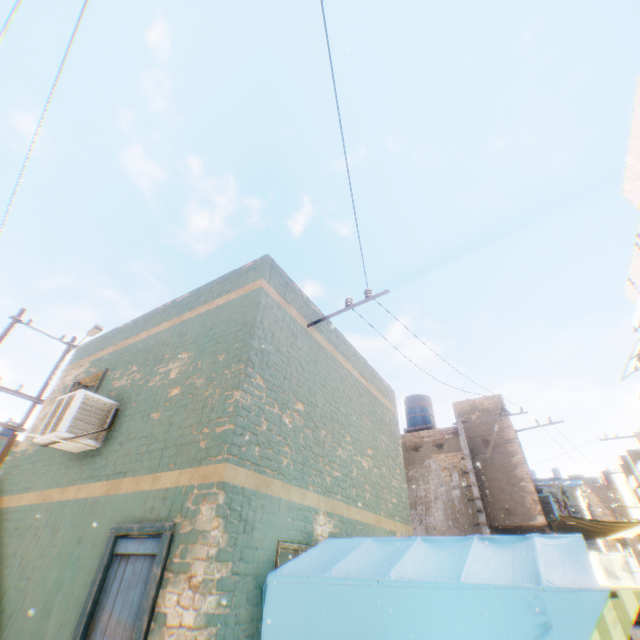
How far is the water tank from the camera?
16.9 meters

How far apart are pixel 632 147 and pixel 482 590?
15.1 meters

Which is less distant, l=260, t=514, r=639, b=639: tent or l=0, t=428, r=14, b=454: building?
l=260, t=514, r=639, b=639: tent

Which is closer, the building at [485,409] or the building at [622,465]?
the building at [485,409]

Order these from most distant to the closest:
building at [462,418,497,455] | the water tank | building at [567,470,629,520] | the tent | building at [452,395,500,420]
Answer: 1. building at [567,470,629,520]
2. the water tank
3. building at [452,395,500,420]
4. building at [462,418,497,455]
5. the tent

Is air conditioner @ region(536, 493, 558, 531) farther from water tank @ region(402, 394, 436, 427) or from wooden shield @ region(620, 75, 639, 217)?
water tank @ region(402, 394, 436, 427)

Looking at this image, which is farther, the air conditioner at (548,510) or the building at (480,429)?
the building at (480,429)

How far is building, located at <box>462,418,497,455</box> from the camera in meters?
13.5 m
